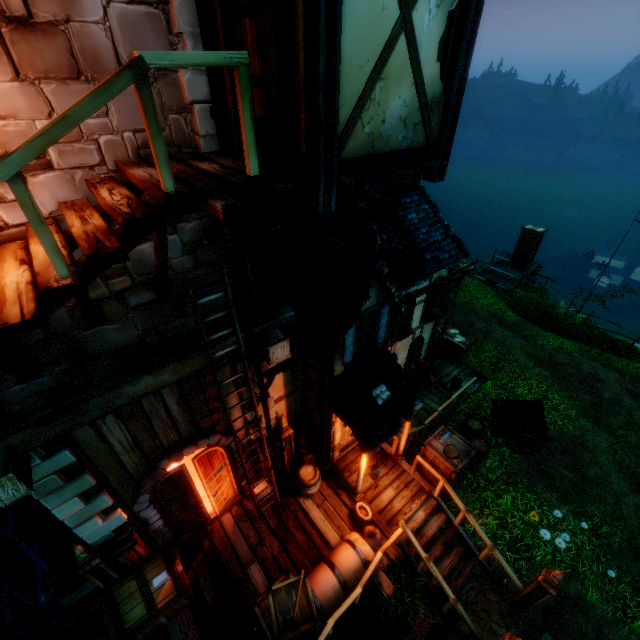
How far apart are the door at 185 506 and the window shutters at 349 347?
3.3m

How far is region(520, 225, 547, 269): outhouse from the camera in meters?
20.3

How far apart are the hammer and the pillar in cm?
502

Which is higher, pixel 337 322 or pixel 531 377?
pixel 337 322

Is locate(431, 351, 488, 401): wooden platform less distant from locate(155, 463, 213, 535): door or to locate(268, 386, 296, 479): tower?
locate(268, 386, 296, 479): tower

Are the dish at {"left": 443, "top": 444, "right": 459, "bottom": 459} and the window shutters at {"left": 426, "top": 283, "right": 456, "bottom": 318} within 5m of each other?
yes

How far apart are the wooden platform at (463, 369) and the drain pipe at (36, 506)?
11.8 meters

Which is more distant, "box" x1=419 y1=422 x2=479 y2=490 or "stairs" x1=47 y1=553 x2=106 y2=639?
"box" x1=419 y1=422 x2=479 y2=490
